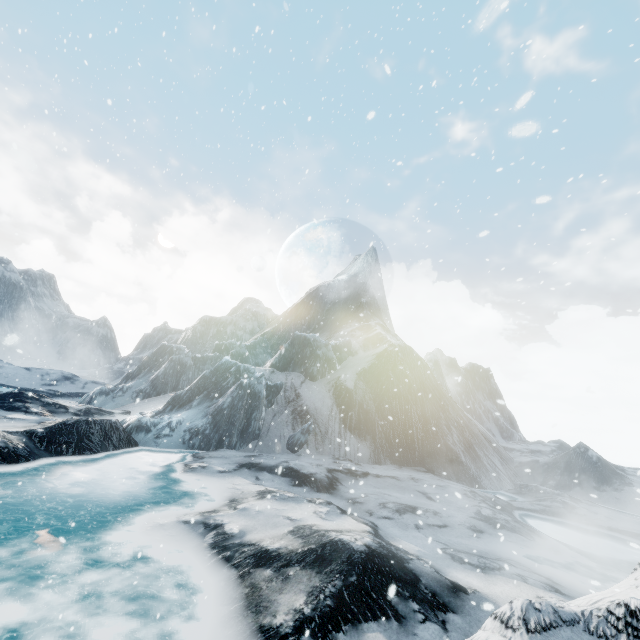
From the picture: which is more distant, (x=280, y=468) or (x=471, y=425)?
(x=471, y=425)
